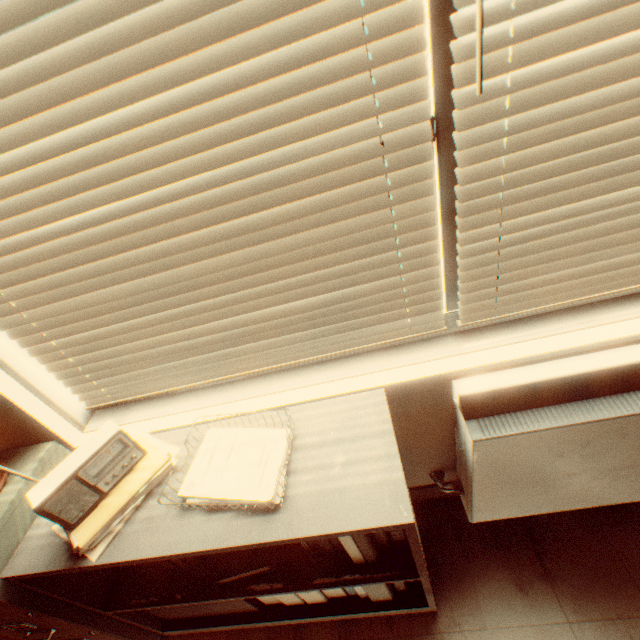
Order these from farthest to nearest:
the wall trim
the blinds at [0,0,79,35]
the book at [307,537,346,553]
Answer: the wall trim, the book at [307,537,346,553], the blinds at [0,0,79,35]

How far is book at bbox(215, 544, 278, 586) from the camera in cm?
127

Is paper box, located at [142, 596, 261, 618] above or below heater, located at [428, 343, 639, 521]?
below

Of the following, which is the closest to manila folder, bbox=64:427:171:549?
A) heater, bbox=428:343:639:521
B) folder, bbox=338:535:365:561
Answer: folder, bbox=338:535:365:561

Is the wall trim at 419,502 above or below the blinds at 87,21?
below

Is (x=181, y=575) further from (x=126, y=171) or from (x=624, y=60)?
(x=624, y=60)

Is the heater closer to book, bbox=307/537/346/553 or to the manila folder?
book, bbox=307/537/346/553

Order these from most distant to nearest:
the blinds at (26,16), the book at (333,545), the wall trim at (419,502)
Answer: the wall trim at (419,502) → the book at (333,545) → the blinds at (26,16)
